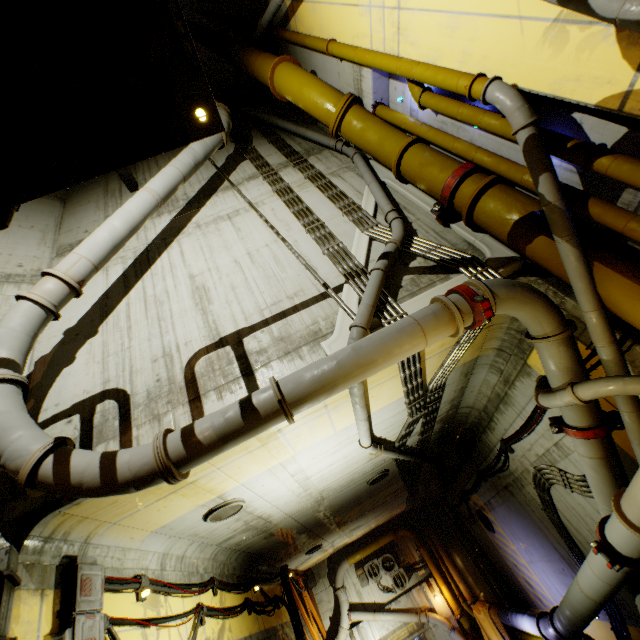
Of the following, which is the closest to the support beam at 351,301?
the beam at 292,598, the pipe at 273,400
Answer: the pipe at 273,400

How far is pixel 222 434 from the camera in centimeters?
376cm

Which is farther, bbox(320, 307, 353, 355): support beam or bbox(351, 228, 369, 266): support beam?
bbox(351, 228, 369, 266): support beam

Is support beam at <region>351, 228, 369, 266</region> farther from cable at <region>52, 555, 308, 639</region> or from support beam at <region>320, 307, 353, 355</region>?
cable at <region>52, 555, 308, 639</region>

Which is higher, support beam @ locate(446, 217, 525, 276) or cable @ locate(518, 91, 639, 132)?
support beam @ locate(446, 217, 525, 276)

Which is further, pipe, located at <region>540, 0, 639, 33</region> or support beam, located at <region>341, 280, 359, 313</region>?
support beam, located at <region>341, 280, 359, 313</region>

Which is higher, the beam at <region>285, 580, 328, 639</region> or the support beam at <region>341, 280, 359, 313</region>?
the support beam at <region>341, 280, 359, 313</region>

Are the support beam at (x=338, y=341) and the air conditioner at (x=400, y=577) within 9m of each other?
no
